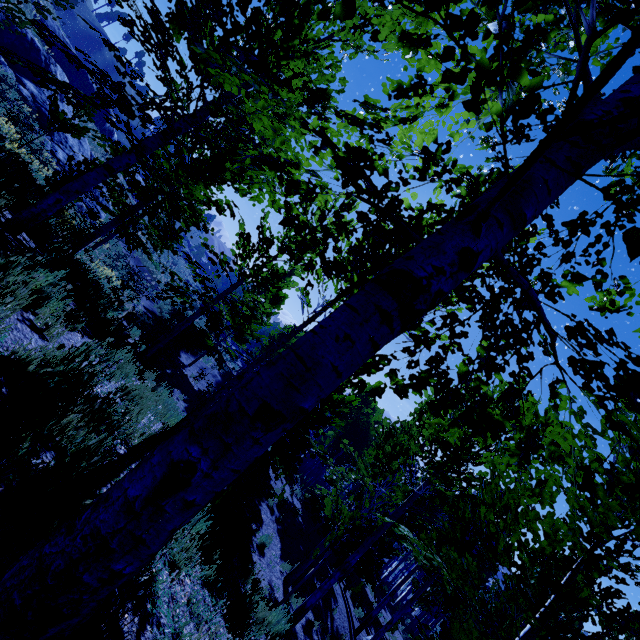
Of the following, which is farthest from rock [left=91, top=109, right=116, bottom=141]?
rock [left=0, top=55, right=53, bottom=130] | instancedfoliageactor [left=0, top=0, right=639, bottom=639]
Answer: rock [left=0, top=55, right=53, bottom=130]

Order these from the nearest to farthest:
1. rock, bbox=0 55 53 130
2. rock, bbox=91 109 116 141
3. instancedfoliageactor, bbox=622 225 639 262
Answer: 1. instancedfoliageactor, bbox=622 225 639 262
2. rock, bbox=0 55 53 130
3. rock, bbox=91 109 116 141

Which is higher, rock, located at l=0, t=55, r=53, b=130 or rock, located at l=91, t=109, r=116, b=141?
rock, located at l=91, t=109, r=116, b=141

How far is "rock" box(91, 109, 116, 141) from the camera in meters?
41.9 m

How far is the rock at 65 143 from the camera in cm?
1989

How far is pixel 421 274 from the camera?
1.4 meters

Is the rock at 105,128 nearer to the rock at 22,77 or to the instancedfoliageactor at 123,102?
the instancedfoliageactor at 123,102

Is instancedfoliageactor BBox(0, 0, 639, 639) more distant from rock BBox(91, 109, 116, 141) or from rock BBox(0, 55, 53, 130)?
rock BBox(91, 109, 116, 141)
